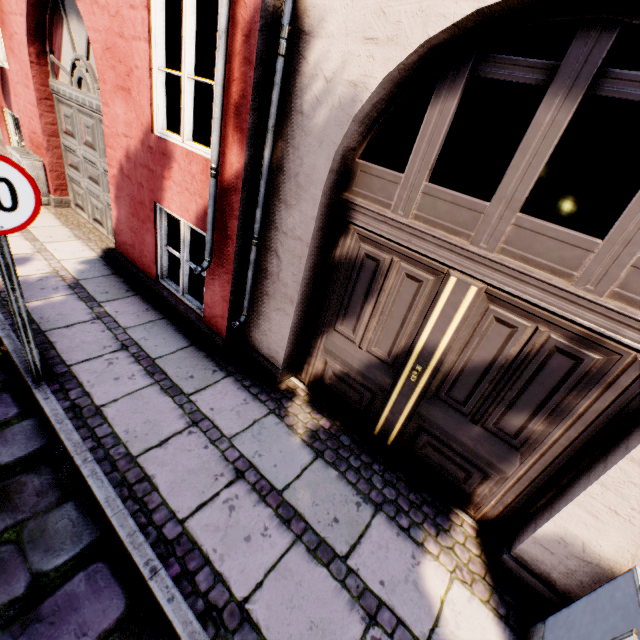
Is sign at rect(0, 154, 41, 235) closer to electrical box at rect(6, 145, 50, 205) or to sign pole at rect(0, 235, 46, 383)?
sign pole at rect(0, 235, 46, 383)

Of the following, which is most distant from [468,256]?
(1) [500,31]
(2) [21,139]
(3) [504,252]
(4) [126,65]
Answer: (2) [21,139]

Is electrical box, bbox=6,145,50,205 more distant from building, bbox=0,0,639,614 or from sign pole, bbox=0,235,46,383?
building, bbox=0,0,639,614

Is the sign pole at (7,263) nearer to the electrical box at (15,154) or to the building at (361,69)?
the electrical box at (15,154)

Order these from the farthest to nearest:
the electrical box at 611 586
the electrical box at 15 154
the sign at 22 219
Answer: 1. the electrical box at 15 154
2. the sign at 22 219
3. the electrical box at 611 586

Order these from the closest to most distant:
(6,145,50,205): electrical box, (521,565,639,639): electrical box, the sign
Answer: (521,565,639,639): electrical box → the sign → (6,145,50,205): electrical box

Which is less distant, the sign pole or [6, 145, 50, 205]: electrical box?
the sign pole

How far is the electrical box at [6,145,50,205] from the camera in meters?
5.6 m
